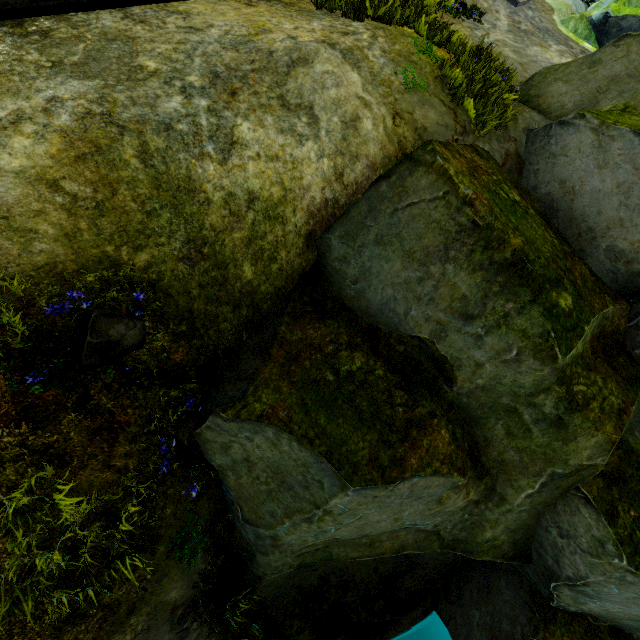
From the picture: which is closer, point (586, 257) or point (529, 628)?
point (586, 257)

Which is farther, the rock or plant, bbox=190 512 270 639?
plant, bbox=190 512 270 639

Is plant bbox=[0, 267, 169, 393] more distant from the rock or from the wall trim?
the wall trim

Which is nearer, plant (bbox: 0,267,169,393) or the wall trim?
plant (bbox: 0,267,169,393)

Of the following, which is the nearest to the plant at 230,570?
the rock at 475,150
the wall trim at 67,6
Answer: the rock at 475,150

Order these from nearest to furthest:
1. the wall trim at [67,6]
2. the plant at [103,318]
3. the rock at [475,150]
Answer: the plant at [103,318], the rock at [475,150], the wall trim at [67,6]

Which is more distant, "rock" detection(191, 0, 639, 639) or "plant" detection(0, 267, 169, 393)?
"rock" detection(191, 0, 639, 639)
